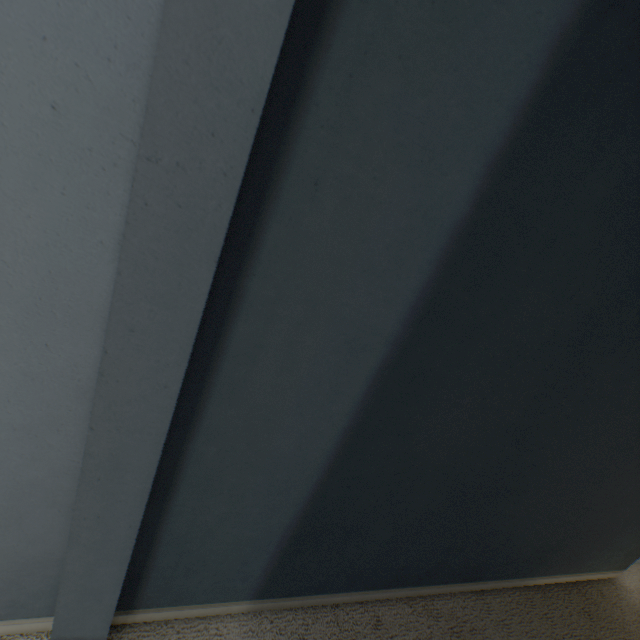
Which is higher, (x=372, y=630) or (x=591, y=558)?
(x=591, y=558)
